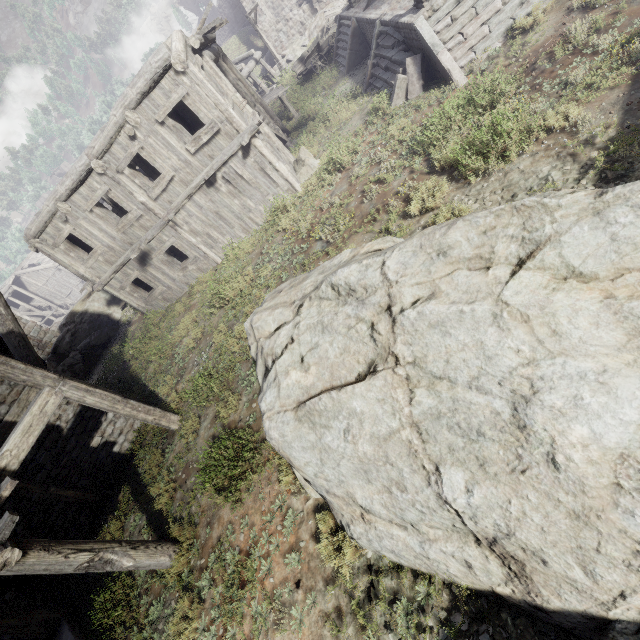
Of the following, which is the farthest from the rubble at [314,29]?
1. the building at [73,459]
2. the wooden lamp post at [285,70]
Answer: the wooden lamp post at [285,70]

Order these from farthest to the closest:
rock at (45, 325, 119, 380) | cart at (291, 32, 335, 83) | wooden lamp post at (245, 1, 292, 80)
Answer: wooden lamp post at (245, 1, 292, 80) → cart at (291, 32, 335, 83) → rock at (45, 325, 119, 380)

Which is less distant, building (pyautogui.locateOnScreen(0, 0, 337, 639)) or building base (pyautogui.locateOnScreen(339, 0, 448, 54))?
building (pyautogui.locateOnScreen(0, 0, 337, 639))

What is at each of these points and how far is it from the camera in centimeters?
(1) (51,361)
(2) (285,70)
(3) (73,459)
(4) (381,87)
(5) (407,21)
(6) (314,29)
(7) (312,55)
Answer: (1) rock, 1855cm
(2) wooden lamp post, 2634cm
(3) building, 905cm
(4) stairs, 1223cm
(5) building base, 985cm
(6) rubble, 2777cm
(7) cart, 2008cm

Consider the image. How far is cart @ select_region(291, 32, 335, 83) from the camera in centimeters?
1998cm

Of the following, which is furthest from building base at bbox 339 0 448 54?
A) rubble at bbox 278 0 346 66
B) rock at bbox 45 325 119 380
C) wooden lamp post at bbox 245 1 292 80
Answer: rock at bbox 45 325 119 380

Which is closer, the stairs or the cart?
the stairs

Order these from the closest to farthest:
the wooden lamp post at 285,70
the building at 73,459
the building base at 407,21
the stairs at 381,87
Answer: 1. the building at 73,459
2. the stairs at 381,87
3. the building base at 407,21
4. the wooden lamp post at 285,70
